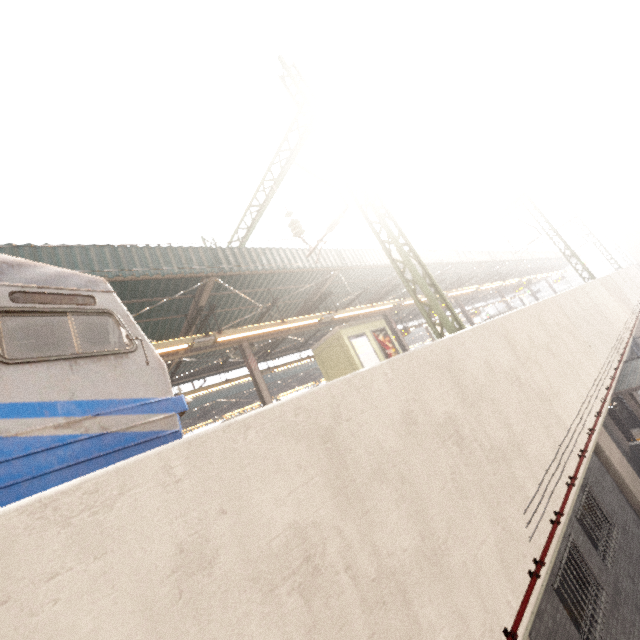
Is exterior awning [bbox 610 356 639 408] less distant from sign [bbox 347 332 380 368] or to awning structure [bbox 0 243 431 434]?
awning structure [bbox 0 243 431 434]

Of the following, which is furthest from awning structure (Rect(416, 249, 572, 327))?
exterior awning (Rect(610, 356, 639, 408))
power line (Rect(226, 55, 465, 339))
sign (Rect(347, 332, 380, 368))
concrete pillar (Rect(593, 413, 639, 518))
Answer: exterior awning (Rect(610, 356, 639, 408))

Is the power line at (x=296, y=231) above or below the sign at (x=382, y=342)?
above

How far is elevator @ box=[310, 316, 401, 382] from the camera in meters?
14.5

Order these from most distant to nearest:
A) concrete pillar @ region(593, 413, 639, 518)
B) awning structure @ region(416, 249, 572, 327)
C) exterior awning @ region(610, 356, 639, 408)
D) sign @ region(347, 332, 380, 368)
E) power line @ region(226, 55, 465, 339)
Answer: awning structure @ region(416, 249, 572, 327) < sign @ region(347, 332, 380, 368) < exterior awning @ region(610, 356, 639, 408) < concrete pillar @ region(593, 413, 639, 518) < power line @ region(226, 55, 465, 339)

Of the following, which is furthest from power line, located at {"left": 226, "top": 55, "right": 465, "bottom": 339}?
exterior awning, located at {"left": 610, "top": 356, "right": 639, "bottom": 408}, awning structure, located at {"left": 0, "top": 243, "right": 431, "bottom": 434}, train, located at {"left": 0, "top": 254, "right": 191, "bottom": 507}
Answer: exterior awning, located at {"left": 610, "top": 356, "right": 639, "bottom": 408}

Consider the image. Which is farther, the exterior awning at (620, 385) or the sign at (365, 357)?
the sign at (365, 357)

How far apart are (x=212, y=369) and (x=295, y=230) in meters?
9.7
